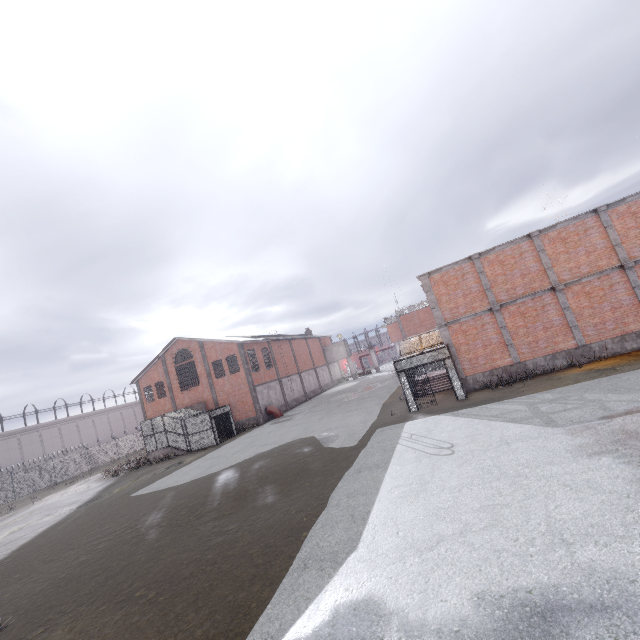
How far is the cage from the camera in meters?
16.9

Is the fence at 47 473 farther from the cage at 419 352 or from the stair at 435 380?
the stair at 435 380

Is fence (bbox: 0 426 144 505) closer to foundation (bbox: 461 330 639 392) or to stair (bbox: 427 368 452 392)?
foundation (bbox: 461 330 639 392)

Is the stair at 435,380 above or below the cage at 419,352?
below

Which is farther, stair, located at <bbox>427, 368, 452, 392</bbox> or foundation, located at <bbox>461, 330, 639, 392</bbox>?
stair, located at <bbox>427, 368, 452, 392</bbox>

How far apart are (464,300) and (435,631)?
16.23m

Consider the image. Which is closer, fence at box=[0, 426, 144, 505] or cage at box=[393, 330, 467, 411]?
cage at box=[393, 330, 467, 411]

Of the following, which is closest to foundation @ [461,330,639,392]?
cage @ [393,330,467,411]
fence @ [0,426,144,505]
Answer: cage @ [393,330,467,411]
